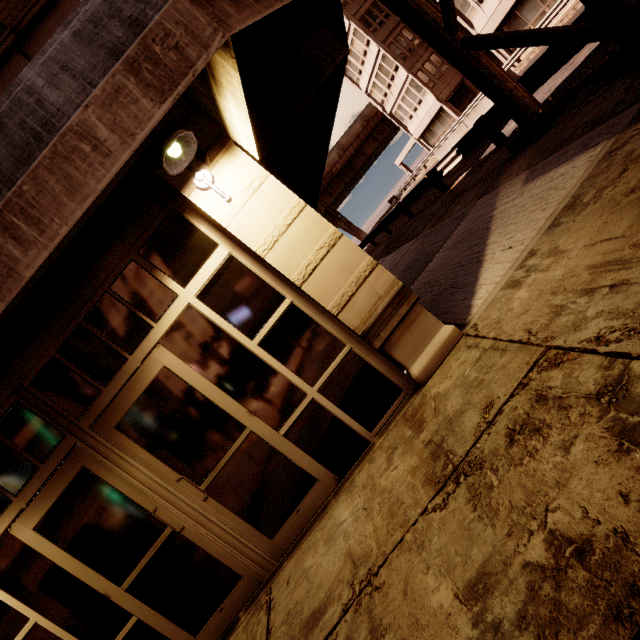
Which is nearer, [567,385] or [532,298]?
[567,385]

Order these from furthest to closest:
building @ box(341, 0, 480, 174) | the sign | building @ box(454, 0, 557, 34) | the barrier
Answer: building @ box(341, 0, 480, 174), building @ box(454, 0, 557, 34), the barrier, the sign

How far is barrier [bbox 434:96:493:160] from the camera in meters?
17.2 m

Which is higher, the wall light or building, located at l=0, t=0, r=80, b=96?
building, located at l=0, t=0, r=80, b=96

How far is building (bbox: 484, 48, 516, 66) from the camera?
24.50m

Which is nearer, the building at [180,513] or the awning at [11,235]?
the awning at [11,235]

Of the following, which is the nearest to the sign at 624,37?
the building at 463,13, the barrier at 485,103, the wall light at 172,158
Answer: the building at 463,13

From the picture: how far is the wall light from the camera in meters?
2.8
